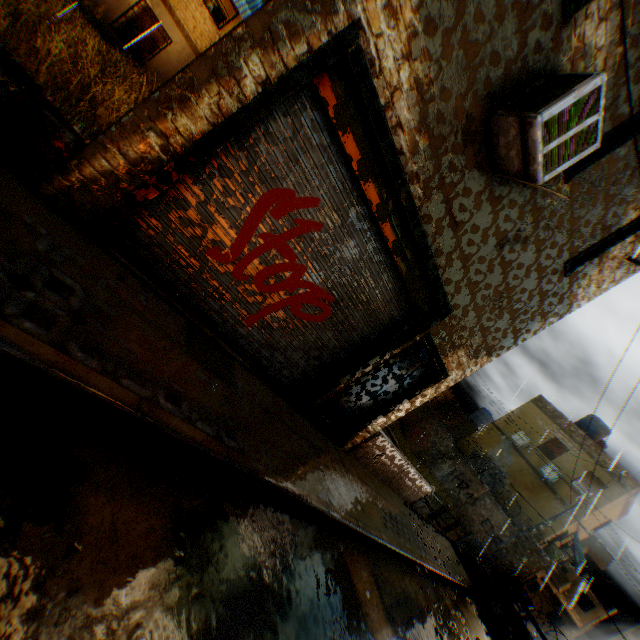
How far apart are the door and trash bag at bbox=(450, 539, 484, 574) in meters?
7.4 m

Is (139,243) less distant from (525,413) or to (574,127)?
(574,127)

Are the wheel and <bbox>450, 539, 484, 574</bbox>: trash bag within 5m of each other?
yes

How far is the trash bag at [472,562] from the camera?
12.8m

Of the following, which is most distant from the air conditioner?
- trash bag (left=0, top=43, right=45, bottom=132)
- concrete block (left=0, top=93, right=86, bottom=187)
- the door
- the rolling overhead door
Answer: concrete block (left=0, top=93, right=86, bottom=187)

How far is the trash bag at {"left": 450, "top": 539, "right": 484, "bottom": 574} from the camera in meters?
12.8

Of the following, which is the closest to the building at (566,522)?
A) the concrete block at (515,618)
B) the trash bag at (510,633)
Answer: the concrete block at (515,618)

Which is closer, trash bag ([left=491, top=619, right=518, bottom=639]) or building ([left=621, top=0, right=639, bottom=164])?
building ([left=621, top=0, right=639, bottom=164])
